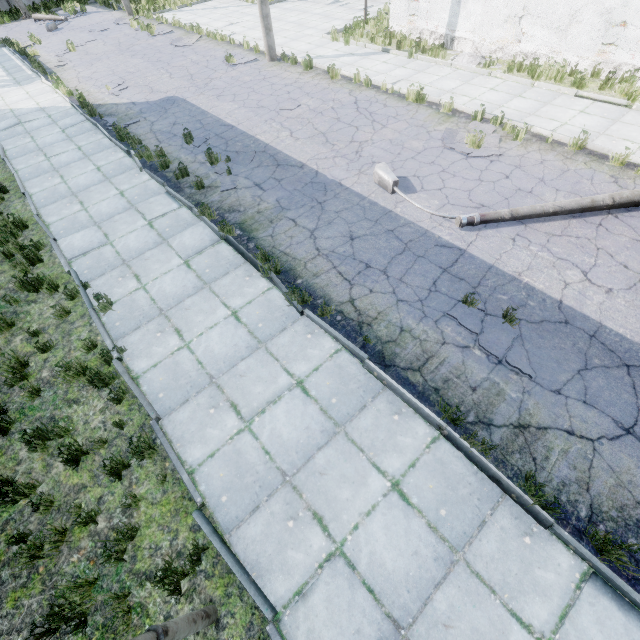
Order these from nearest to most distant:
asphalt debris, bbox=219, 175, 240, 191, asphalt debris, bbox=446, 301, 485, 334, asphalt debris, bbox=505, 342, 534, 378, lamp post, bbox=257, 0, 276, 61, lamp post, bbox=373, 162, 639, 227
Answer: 1. asphalt debris, bbox=505, 342, 534, 378
2. asphalt debris, bbox=446, 301, 485, 334
3. lamp post, bbox=373, 162, 639, 227
4. asphalt debris, bbox=219, 175, 240, 191
5. lamp post, bbox=257, 0, 276, 61

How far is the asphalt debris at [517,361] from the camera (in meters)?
4.96

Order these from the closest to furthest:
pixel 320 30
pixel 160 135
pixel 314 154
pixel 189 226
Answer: pixel 189 226 < pixel 314 154 < pixel 160 135 < pixel 320 30

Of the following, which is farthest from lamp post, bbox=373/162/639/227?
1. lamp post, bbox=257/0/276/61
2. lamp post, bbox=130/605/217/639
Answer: lamp post, bbox=257/0/276/61

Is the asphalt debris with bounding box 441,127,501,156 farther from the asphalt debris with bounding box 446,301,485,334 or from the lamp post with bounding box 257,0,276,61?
the lamp post with bounding box 257,0,276,61

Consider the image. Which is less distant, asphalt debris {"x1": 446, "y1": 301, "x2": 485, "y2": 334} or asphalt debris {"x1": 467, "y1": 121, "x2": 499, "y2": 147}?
asphalt debris {"x1": 446, "y1": 301, "x2": 485, "y2": 334}

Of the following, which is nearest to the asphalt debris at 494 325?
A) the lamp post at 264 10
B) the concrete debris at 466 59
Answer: the concrete debris at 466 59

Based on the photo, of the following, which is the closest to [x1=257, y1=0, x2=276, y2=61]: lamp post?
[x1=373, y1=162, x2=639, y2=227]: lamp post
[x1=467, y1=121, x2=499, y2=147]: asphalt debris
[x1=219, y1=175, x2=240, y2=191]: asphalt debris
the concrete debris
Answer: the concrete debris
